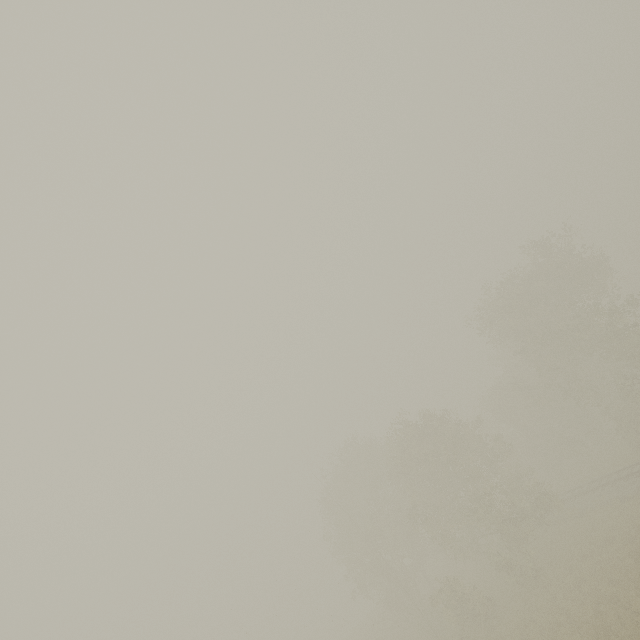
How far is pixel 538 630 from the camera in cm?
1877
